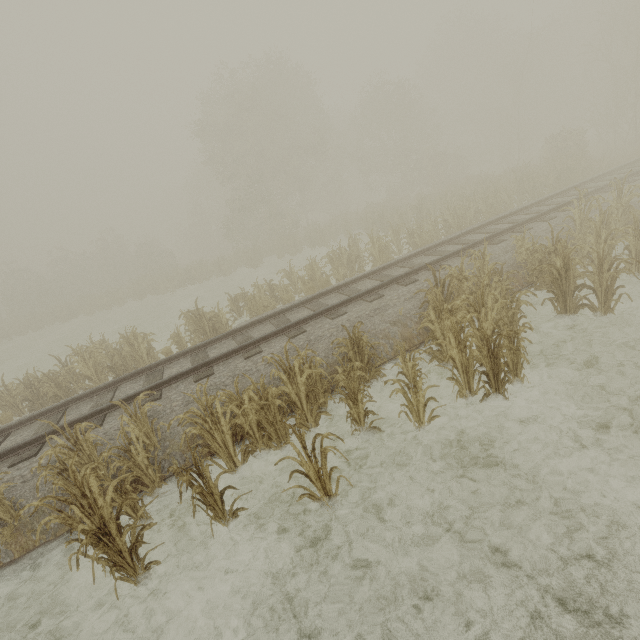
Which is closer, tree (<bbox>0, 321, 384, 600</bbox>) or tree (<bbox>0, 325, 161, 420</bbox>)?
tree (<bbox>0, 321, 384, 600</bbox>)

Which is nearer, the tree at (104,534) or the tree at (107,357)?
the tree at (104,534)

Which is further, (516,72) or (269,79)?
(269,79)
